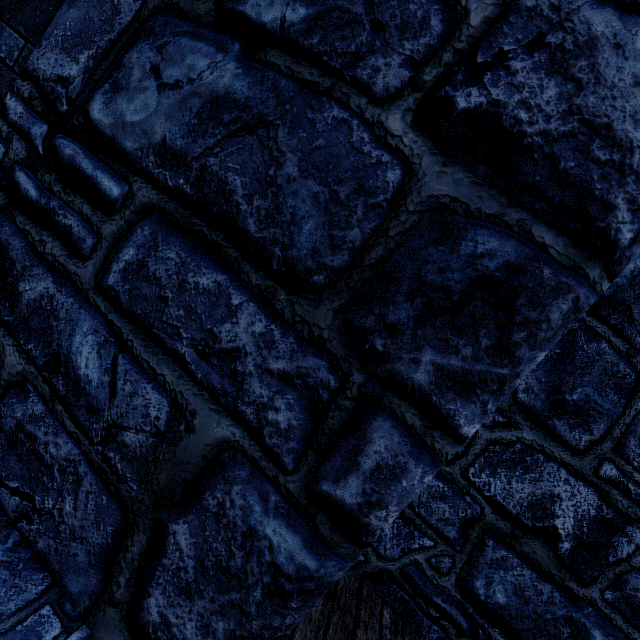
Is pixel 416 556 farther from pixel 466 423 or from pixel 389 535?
pixel 466 423
